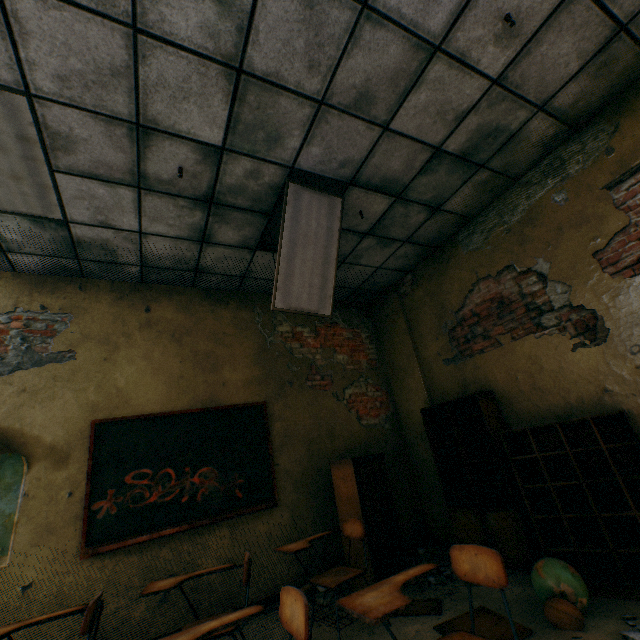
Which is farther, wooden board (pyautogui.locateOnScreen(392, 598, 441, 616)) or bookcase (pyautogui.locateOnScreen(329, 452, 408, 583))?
bookcase (pyautogui.locateOnScreen(329, 452, 408, 583))

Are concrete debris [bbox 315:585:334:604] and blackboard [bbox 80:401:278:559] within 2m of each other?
yes

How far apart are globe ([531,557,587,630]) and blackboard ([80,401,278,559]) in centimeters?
266cm

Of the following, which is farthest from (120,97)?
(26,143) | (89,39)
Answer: (26,143)

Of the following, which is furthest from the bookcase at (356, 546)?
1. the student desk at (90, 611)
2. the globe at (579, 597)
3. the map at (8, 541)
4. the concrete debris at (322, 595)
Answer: the map at (8, 541)

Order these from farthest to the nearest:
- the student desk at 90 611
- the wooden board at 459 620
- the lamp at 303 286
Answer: the lamp at 303 286 < the wooden board at 459 620 < the student desk at 90 611

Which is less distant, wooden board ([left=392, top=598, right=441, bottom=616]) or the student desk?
the student desk

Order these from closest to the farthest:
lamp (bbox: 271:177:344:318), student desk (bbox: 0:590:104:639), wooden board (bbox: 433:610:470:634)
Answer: student desk (bbox: 0:590:104:639)
wooden board (bbox: 433:610:470:634)
lamp (bbox: 271:177:344:318)
